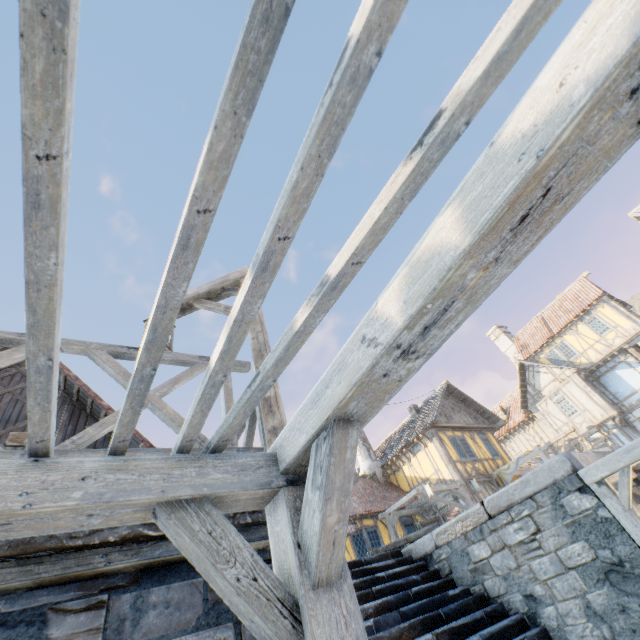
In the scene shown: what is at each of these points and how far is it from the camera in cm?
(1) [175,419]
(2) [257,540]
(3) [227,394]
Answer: (1) wooden fence, 251
(2) wooden structure, 215
(3) wooden fence, 291

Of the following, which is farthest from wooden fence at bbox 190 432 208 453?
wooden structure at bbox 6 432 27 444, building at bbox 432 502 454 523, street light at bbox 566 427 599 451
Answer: street light at bbox 566 427 599 451

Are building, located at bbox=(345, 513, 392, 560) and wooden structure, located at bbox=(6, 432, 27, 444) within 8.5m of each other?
no

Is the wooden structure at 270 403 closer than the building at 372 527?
Yes

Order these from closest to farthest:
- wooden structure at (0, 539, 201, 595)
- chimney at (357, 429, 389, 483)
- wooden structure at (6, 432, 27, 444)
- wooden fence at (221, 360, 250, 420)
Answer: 1. wooden structure at (0, 539, 201, 595)
2. wooden fence at (221, 360, 250, 420)
3. wooden structure at (6, 432, 27, 444)
4. chimney at (357, 429, 389, 483)

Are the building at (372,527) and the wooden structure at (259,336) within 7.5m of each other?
no

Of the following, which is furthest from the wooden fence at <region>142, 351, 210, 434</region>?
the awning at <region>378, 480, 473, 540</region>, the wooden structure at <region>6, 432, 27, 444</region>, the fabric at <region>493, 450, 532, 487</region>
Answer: the fabric at <region>493, 450, 532, 487</region>

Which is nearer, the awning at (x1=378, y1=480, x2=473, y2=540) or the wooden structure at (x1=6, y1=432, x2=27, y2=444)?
the wooden structure at (x1=6, y1=432, x2=27, y2=444)
